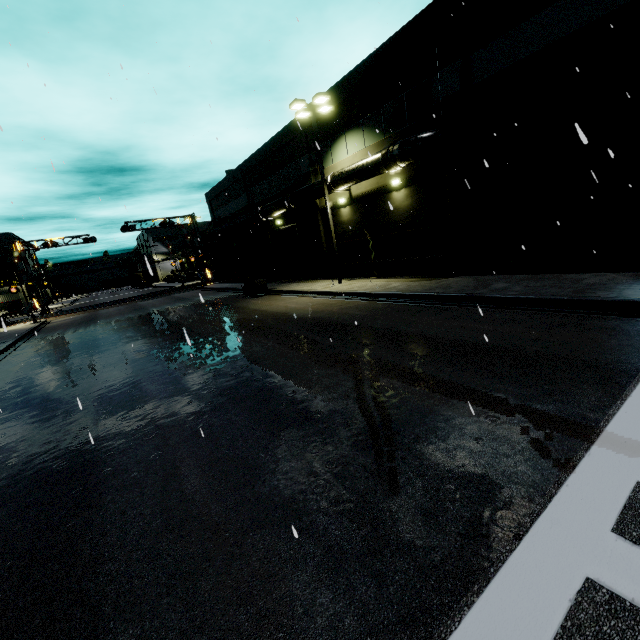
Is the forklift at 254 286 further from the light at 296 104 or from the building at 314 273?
the light at 296 104

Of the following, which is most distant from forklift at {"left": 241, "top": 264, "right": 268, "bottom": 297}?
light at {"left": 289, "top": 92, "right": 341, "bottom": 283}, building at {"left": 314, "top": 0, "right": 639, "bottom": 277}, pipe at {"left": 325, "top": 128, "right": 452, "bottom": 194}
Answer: light at {"left": 289, "top": 92, "right": 341, "bottom": 283}

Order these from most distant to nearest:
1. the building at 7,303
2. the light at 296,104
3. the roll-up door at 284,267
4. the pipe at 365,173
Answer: the building at 7,303 → the roll-up door at 284,267 → the light at 296,104 → the pipe at 365,173

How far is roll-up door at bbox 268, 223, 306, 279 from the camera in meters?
26.6

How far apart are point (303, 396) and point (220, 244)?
37.8m

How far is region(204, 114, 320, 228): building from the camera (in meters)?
21.55

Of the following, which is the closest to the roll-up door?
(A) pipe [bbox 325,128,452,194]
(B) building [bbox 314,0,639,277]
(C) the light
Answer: (B) building [bbox 314,0,639,277]

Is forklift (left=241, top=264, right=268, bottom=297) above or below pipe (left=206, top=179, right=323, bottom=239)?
below
